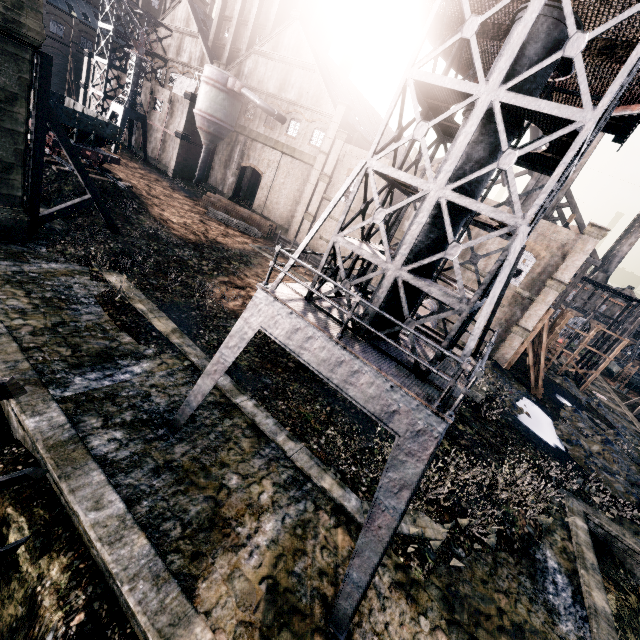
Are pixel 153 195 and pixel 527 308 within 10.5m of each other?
no

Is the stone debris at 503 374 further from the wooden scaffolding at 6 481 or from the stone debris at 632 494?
the wooden scaffolding at 6 481

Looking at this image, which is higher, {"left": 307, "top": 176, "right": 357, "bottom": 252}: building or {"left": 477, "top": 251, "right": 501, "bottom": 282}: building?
{"left": 477, "top": 251, "right": 501, "bottom": 282}: building

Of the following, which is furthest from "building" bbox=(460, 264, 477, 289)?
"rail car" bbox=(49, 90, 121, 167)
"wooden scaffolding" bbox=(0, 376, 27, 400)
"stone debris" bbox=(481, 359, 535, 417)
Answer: "wooden scaffolding" bbox=(0, 376, 27, 400)

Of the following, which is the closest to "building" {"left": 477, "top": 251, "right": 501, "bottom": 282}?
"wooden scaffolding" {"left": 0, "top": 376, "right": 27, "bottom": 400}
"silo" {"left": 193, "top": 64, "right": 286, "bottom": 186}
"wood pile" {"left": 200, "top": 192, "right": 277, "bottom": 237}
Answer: "silo" {"left": 193, "top": 64, "right": 286, "bottom": 186}

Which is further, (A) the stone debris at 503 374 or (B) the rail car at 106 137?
(B) the rail car at 106 137

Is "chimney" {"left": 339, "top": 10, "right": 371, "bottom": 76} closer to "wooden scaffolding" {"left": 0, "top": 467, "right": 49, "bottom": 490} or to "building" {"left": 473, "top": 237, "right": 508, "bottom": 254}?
"building" {"left": 473, "top": 237, "right": 508, "bottom": 254}

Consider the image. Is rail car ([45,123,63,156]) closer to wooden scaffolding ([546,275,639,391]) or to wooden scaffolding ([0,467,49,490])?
wooden scaffolding ([0,467,49,490])
